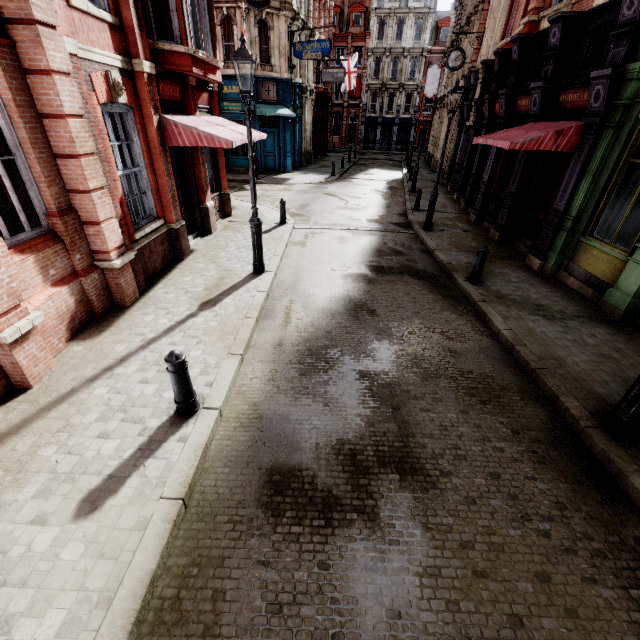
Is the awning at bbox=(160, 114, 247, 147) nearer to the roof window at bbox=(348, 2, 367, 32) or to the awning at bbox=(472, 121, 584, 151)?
the awning at bbox=(472, 121, 584, 151)

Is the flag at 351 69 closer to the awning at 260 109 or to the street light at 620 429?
the awning at 260 109

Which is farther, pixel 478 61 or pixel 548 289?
pixel 478 61

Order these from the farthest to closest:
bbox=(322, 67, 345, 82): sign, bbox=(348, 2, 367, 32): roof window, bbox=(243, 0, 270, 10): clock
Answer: bbox=(348, 2, 367, 32): roof window < bbox=(322, 67, 345, 82): sign < bbox=(243, 0, 270, 10): clock

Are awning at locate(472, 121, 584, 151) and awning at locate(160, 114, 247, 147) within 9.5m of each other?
yes

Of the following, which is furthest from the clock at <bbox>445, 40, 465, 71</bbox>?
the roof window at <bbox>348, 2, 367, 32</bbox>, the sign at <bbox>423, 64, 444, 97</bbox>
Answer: the roof window at <bbox>348, 2, 367, 32</bbox>

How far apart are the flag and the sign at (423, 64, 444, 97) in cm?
756

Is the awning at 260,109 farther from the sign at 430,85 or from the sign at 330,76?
the sign at 430,85
